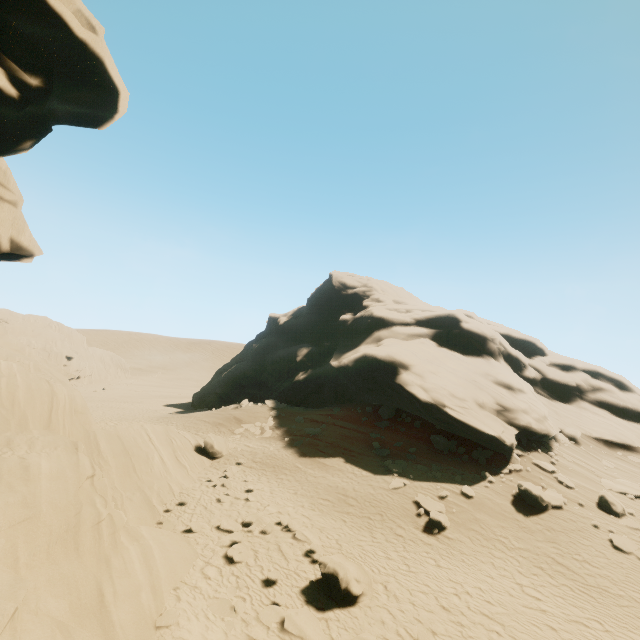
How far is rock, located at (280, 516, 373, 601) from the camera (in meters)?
9.45

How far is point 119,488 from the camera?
13.80m

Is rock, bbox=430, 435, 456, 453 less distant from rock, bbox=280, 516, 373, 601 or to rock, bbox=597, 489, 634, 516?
rock, bbox=597, 489, 634, 516

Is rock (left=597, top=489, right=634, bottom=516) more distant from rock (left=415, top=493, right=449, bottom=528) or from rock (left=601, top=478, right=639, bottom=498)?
rock (left=415, top=493, right=449, bottom=528)

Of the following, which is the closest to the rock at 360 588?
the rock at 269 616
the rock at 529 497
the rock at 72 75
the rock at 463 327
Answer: the rock at 269 616

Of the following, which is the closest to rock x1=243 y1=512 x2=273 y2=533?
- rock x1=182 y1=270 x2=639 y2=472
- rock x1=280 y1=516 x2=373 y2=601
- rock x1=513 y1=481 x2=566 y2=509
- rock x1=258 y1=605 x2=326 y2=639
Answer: rock x1=258 y1=605 x2=326 y2=639

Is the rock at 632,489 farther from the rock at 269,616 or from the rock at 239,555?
the rock at 269,616

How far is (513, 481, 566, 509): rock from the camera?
15.5m
